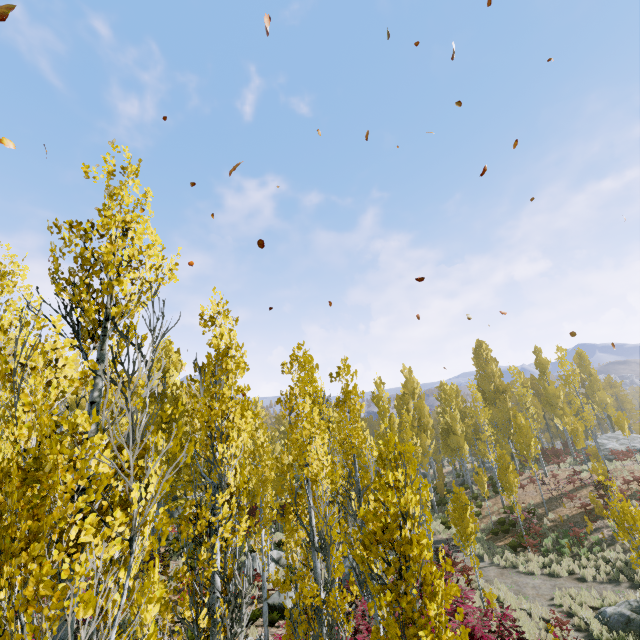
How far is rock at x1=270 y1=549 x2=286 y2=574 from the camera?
19.10m

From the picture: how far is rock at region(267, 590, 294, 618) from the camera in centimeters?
1445cm

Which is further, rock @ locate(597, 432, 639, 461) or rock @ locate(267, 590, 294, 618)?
rock @ locate(597, 432, 639, 461)

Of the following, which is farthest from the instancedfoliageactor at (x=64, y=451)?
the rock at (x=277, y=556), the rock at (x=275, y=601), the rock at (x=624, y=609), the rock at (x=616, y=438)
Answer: the rock at (x=624, y=609)

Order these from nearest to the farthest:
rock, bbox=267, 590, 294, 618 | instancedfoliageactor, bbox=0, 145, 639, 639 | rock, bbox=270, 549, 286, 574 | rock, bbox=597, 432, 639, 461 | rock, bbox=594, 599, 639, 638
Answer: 1. instancedfoliageactor, bbox=0, 145, 639, 639
2. rock, bbox=594, 599, 639, 638
3. rock, bbox=267, 590, 294, 618
4. rock, bbox=270, 549, 286, 574
5. rock, bbox=597, 432, 639, 461

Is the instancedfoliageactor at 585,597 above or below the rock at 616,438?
below

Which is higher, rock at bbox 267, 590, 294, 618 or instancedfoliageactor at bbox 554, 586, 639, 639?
rock at bbox 267, 590, 294, 618

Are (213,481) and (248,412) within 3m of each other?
yes
